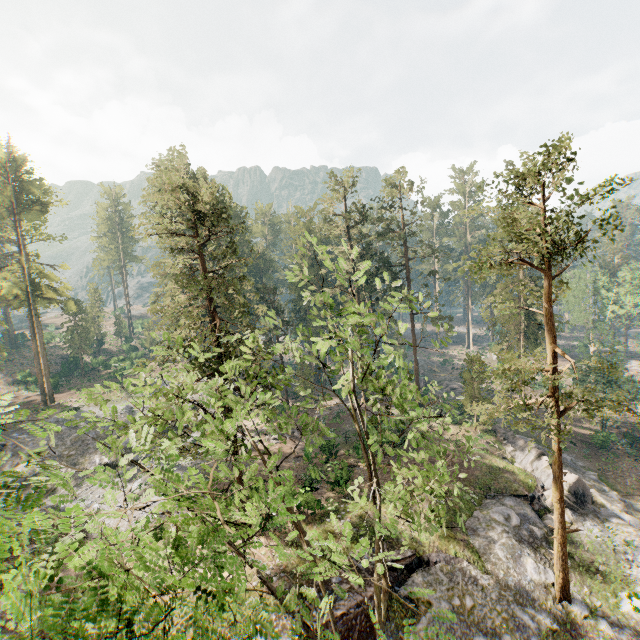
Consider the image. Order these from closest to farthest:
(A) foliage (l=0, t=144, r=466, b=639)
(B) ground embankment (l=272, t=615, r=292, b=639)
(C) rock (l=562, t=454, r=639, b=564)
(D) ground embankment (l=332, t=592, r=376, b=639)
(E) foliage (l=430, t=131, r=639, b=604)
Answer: (A) foliage (l=0, t=144, r=466, b=639), (E) foliage (l=430, t=131, r=639, b=604), (B) ground embankment (l=272, t=615, r=292, b=639), (D) ground embankment (l=332, t=592, r=376, b=639), (C) rock (l=562, t=454, r=639, b=564)

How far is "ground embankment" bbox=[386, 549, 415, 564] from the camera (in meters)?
19.86

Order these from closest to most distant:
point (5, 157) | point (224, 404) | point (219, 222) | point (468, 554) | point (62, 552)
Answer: point (62, 552) → point (224, 404) → point (219, 222) → point (468, 554) → point (5, 157)

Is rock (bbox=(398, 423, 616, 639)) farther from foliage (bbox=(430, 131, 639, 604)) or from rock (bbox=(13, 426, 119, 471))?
rock (bbox=(13, 426, 119, 471))

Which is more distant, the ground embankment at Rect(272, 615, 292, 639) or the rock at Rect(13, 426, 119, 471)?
the rock at Rect(13, 426, 119, 471)

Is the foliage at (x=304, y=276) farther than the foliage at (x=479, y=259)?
No

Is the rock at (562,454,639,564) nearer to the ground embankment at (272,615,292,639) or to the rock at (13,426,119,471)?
the ground embankment at (272,615,292,639)

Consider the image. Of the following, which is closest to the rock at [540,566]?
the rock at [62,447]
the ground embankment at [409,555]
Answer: the ground embankment at [409,555]
